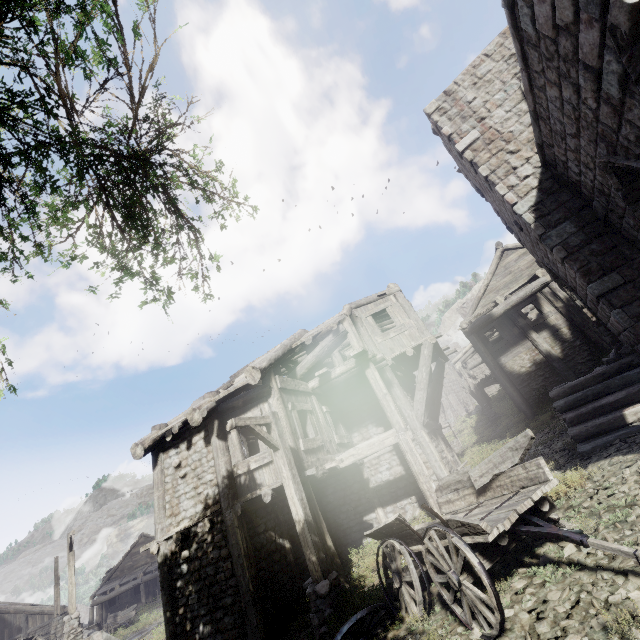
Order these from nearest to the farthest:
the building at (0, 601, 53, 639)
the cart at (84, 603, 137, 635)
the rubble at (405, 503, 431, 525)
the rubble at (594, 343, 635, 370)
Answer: the rubble at (594, 343, 635, 370) < the rubble at (405, 503, 431, 525) < the cart at (84, 603, 137, 635) < the building at (0, 601, 53, 639)

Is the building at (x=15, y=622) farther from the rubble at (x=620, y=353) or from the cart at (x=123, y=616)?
the cart at (x=123, y=616)

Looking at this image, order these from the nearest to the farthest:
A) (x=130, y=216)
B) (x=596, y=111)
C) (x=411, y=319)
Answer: (x=130, y=216) → (x=596, y=111) → (x=411, y=319)

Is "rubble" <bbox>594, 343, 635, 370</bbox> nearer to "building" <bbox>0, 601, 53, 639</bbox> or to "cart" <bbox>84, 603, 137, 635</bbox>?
"building" <bbox>0, 601, 53, 639</bbox>

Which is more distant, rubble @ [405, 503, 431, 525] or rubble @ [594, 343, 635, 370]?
rubble @ [405, 503, 431, 525]

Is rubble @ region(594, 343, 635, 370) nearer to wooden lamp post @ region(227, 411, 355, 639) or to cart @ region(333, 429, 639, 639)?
cart @ region(333, 429, 639, 639)

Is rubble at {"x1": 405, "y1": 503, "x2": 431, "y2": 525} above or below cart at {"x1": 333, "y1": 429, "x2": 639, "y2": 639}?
below

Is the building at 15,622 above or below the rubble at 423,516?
above
